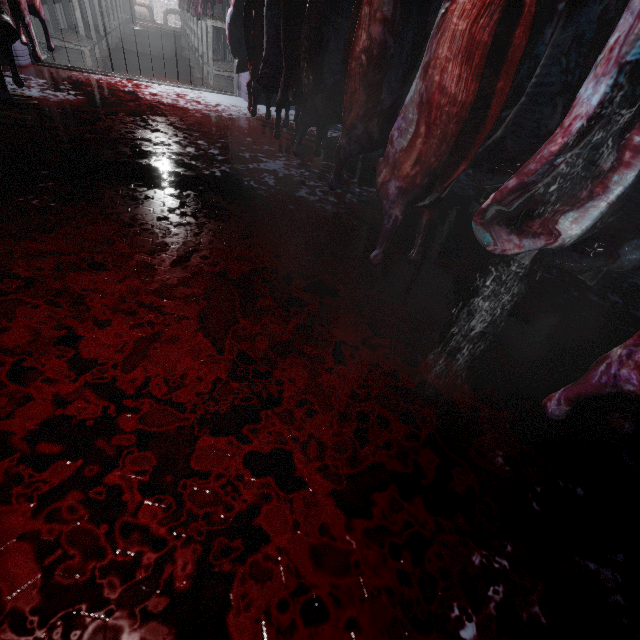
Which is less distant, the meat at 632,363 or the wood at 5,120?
the meat at 632,363

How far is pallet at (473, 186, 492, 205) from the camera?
3.1 meters

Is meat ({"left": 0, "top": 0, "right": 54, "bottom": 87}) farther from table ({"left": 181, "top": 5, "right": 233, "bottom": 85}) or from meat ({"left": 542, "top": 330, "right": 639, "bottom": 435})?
meat ({"left": 542, "top": 330, "right": 639, "bottom": 435})

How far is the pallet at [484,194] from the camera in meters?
3.1

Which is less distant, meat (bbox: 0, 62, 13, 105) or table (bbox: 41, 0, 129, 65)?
meat (bbox: 0, 62, 13, 105)

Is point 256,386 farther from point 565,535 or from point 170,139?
point 170,139

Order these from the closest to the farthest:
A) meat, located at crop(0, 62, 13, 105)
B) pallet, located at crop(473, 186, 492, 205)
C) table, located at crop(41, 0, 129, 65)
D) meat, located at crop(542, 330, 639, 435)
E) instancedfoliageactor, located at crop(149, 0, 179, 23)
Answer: meat, located at crop(542, 330, 639, 435) → meat, located at crop(0, 62, 13, 105) → pallet, located at crop(473, 186, 492, 205) → table, located at crop(41, 0, 129, 65) → instancedfoliageactor, located at crop(149, 0, 179, 23)

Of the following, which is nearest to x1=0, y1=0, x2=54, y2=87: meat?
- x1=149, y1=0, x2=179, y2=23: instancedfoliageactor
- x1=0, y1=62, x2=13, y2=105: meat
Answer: x1=0, y1=62, x2=13, y2=105: meat
